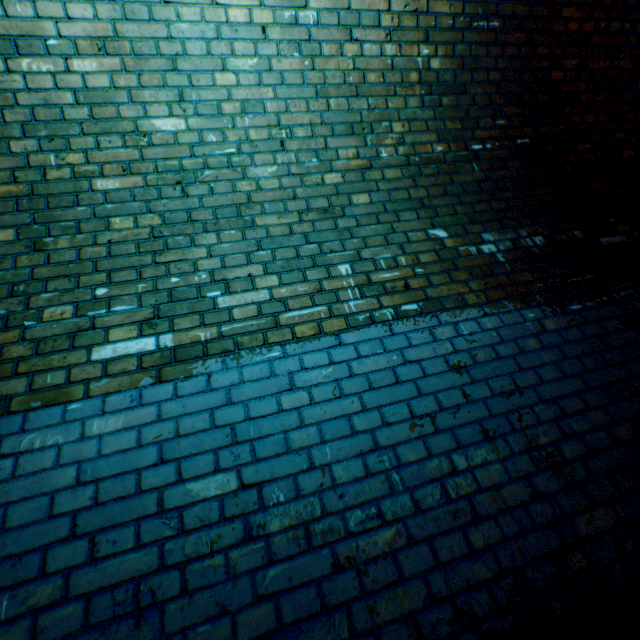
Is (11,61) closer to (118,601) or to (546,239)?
(118,601)
